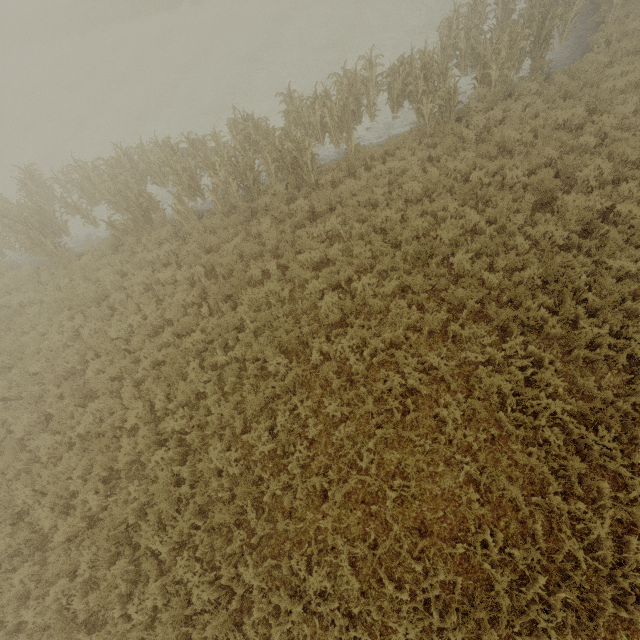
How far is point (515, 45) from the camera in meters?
10.5 m
